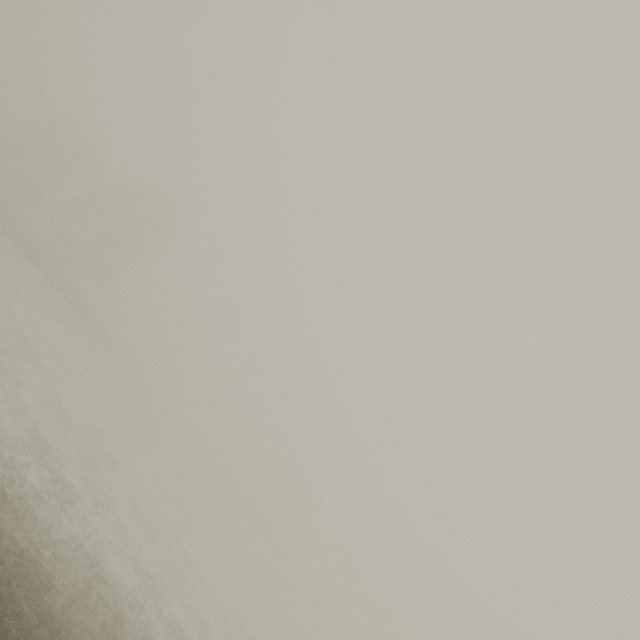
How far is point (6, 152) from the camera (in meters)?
42.25
